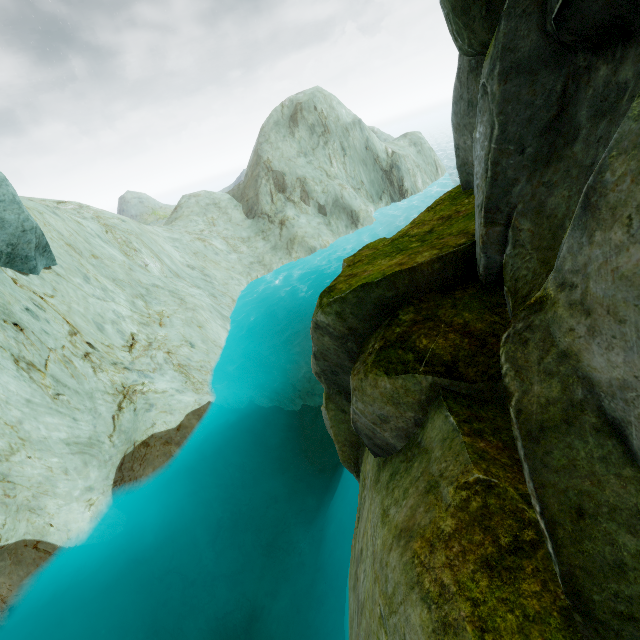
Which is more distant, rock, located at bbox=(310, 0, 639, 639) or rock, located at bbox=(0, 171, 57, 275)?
rock, located at bbox=(0, 171, 57, 275)

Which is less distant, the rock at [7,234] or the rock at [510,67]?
the rock at [510,67]

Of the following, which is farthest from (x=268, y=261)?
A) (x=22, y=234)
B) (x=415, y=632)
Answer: (x=415, y=632)
